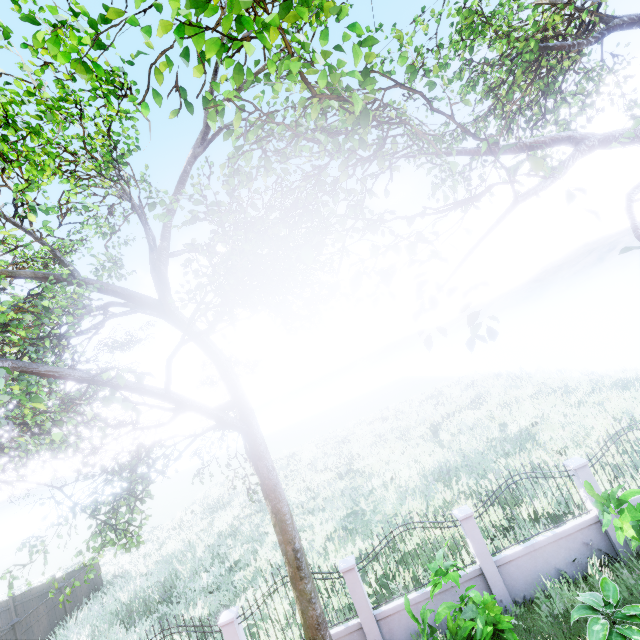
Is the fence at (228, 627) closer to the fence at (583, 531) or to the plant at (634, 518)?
the fence at (583, 531)

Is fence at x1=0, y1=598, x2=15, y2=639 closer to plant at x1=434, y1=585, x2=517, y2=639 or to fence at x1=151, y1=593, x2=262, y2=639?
fence at x1=151, y1=593, x2=262, y2=639

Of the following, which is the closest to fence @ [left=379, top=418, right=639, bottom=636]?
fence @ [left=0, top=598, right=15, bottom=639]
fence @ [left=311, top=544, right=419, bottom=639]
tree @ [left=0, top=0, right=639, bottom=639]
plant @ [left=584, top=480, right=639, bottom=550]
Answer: fence @ [left=311, top=544, right=419, bottom=639]

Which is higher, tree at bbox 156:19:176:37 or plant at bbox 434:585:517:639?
tree at bbox 156:19:176:37

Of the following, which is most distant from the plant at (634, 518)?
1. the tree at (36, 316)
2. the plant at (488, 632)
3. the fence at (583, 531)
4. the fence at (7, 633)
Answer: the fence at (7, 633)

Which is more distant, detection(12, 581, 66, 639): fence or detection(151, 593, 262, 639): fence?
detection(12, 581, 66, 639): fence

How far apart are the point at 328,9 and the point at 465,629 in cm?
949

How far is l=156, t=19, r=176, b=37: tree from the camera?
2.06m
